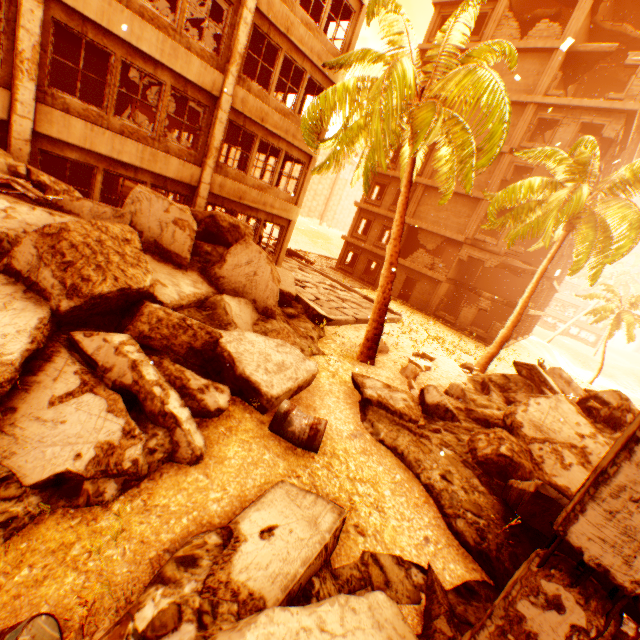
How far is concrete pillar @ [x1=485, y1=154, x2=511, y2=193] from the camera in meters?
21.6

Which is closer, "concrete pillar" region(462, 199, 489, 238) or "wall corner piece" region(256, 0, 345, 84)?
"wall corner piece" region(256, 0, 345, 84)

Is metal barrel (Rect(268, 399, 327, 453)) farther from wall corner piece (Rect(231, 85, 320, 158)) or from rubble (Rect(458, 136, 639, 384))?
wall corner piece (Rect(231, 85, 320, 158))

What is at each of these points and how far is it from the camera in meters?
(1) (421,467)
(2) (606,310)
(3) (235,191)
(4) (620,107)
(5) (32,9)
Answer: (1) rock pile, 5.6 m
(2) rubble, 25.8 m
(3) wall corner piece, 12.9 m
(4) wall corner piece, 18.0 m
(5) pillar, 7.2 m

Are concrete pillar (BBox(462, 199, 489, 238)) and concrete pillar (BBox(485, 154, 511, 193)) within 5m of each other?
yes

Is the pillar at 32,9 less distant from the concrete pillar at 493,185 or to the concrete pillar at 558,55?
the concrete pillar at 493,185

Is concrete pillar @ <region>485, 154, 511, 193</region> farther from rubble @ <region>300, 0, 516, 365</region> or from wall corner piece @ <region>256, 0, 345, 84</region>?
wall corner piece @ <region>256, 0, 345, 84</region>

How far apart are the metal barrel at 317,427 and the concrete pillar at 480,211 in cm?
2197
